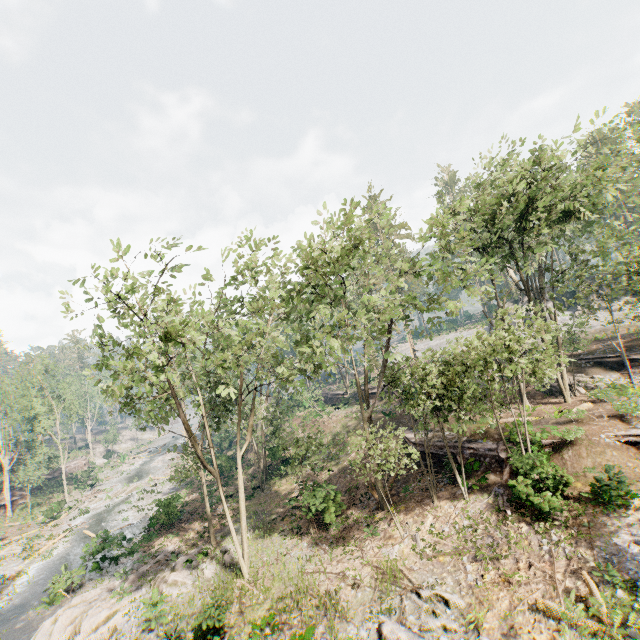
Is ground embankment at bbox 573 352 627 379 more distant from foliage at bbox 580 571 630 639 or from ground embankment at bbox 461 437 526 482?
ground embankment at bbox 461 437 526 482

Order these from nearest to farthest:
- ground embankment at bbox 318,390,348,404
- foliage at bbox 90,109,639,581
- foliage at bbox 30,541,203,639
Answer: foliage at bbox 90,109,639,581, foliage at bbox 30,541,203,639, ground embankment at bbox 318,390,348,404

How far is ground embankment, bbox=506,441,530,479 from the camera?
16.20m

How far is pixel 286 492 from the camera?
28.4 meters

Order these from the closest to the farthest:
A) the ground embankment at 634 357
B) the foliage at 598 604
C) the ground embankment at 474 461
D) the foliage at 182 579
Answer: the foliage at 598 604
the foliage at 182 579
the ground embankment at 474 461
the ground embankment at 634 357

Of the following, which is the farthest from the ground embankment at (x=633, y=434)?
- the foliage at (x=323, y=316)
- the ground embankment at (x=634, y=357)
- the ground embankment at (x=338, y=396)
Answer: the ground embankment at (x=338, y=396)

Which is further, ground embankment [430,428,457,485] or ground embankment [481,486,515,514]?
ground embankment [430,428,457,485]

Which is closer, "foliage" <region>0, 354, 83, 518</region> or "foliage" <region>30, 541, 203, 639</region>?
"foliage" <region>30, 541, 203, 639</region>
